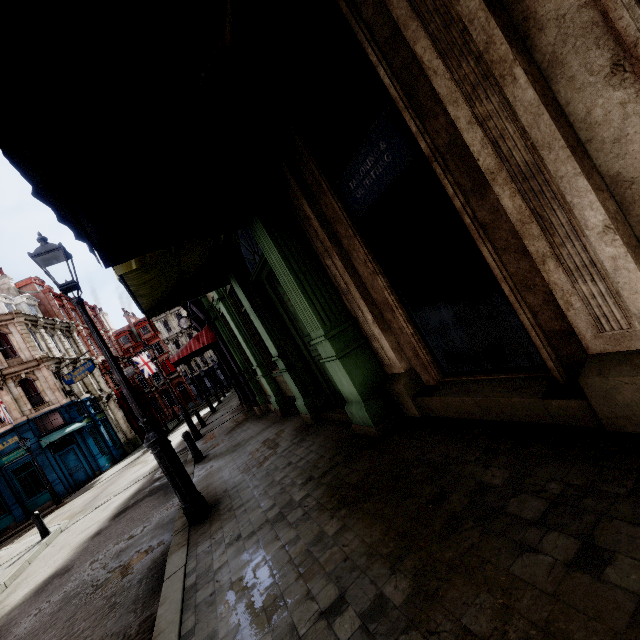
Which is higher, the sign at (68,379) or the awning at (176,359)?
the sign at (68,379)

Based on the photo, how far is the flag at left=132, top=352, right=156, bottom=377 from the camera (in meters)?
39.31

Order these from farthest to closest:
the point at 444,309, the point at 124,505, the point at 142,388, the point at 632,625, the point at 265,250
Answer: the point at 142,388
the point at 124,505
the point at 265,250
the point at 444,309
the point at 632,625

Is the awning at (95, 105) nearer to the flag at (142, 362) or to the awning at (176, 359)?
the awning at (176, 359)

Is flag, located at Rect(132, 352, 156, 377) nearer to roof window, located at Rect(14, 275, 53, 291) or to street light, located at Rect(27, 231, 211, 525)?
roof window, located at Rect(14, 275, 53, 291)

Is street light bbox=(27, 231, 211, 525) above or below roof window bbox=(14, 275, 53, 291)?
below

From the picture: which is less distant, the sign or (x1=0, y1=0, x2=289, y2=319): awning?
(x1=0, y1=0, x2=289, y2=319): awning

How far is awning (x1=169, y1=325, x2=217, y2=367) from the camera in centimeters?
1113cm
